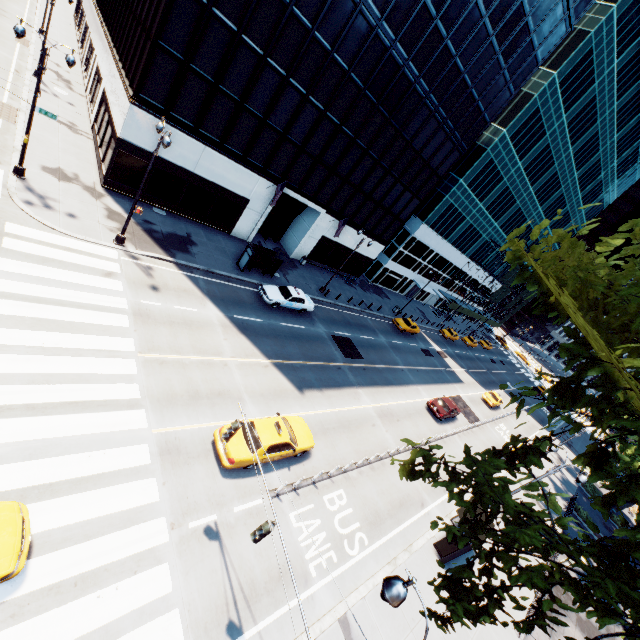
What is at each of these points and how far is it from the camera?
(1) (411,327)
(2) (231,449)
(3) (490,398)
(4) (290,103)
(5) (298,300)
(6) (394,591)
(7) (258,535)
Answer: (1) vehicle, 41.1m
(2) vehicle, 12.9m
(3) vehicle, 40.2m
(4) building, 24.1m
(5) vehicle, 26.2m
(6) light, 5.7m
(7) traffic light, 8.1m

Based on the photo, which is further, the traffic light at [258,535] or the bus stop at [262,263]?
the bus stop at [262,263]

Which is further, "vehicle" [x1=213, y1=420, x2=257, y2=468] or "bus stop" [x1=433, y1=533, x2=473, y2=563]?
"bus stop" [x1=433, y1=533, x2=473, y2=563]

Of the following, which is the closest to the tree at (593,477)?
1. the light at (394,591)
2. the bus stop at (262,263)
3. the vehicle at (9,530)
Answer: the light at (394,591)

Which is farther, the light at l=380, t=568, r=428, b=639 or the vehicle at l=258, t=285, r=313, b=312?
the vehicle at l=258, t=285, r=313, b=312

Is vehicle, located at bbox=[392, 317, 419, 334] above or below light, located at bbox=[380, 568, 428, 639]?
below

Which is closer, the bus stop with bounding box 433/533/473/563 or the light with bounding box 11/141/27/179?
the bus stop with bounding box 433/533/473/563

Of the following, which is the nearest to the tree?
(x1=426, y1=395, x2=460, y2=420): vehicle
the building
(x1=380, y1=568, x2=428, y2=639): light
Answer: (x1=380, y1=568, x2=428, y2=639): light
